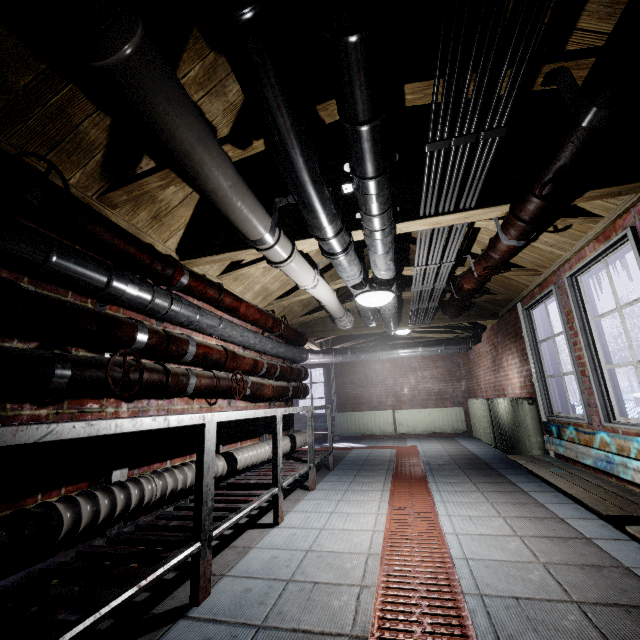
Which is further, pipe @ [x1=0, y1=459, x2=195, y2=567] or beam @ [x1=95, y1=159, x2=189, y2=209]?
beam @ [x1=95, y1=159, x2=189, y2=209]

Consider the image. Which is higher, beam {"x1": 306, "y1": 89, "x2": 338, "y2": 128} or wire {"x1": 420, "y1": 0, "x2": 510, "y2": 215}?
beam {"x1": 306, "y1": 89, "x2": 338, "y2": 128}

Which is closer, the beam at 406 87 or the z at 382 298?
the beam at 406 87

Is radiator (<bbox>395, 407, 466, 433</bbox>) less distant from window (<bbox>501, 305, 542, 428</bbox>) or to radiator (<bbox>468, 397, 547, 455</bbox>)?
radiator (<bbox>468, 397, 547, 455</bbox>)

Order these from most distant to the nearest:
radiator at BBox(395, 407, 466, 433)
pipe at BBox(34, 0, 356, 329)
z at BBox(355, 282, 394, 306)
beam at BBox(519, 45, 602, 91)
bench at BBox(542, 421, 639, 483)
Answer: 1. radiator at BBox(395, 407, 466, 433)
2. z at BBox(355, 282, 394, 306)
3. bench at BBox(542, 421, 639, 483)
4. beam at BBox(519, 45, 602, 91)
5. pipe at BBox(34, 0, 356, 329)

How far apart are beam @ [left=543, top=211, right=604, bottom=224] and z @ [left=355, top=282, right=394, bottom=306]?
0.5 meters

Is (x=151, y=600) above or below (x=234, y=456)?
below

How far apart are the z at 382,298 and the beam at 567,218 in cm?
53
